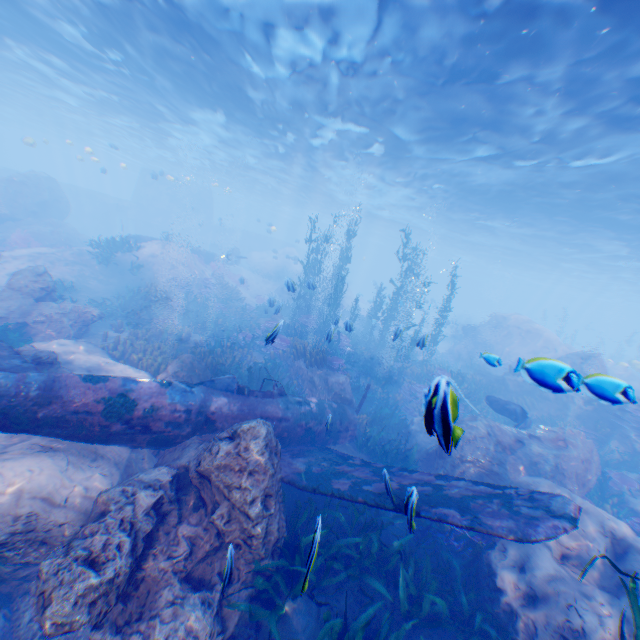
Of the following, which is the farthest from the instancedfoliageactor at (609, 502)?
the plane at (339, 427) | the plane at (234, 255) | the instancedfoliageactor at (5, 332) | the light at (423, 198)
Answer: the plane at (234, 255)

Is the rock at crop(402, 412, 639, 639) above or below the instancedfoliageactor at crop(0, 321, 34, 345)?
above

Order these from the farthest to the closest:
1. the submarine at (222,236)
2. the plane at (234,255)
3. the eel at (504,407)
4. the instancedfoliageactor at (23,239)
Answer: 1. the submarine at (222,236)
2. the plane at (234,255)
3. the instancedfoliageactor at (23,239)
4. the eel at (504,407)

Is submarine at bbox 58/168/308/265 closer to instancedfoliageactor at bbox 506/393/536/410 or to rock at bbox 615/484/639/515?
instancedfoliageactor at bbox 506/393/536/410

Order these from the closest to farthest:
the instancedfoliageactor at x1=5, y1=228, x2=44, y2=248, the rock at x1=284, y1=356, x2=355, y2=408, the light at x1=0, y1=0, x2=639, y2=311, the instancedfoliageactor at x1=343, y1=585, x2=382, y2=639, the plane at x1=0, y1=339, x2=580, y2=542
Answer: the instancedfoliageactor at x1=343, y1=585, x2=382, y2=639 < the plane at x1=0, y1=339, x2=580, y2=542 < the light at x1=0, y1=0, x2=639, y2=311 < the rock at x1=284, y1=356, x2=355, y2=408 < the instancedfoliageactor at x1=5, y1=228, x2=44, y2=248

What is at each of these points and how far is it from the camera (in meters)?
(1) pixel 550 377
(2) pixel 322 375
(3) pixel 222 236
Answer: (1) instancedfoliageactor, 3.59
(2) rock, 12.58
(3) submarine, 45.84

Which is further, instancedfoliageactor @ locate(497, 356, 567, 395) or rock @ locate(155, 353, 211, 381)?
rock @ locate(155, 353, 211, 381)

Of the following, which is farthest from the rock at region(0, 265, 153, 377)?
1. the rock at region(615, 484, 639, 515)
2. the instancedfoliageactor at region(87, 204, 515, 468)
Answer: the rock at region(615, 484, 639, 515)
